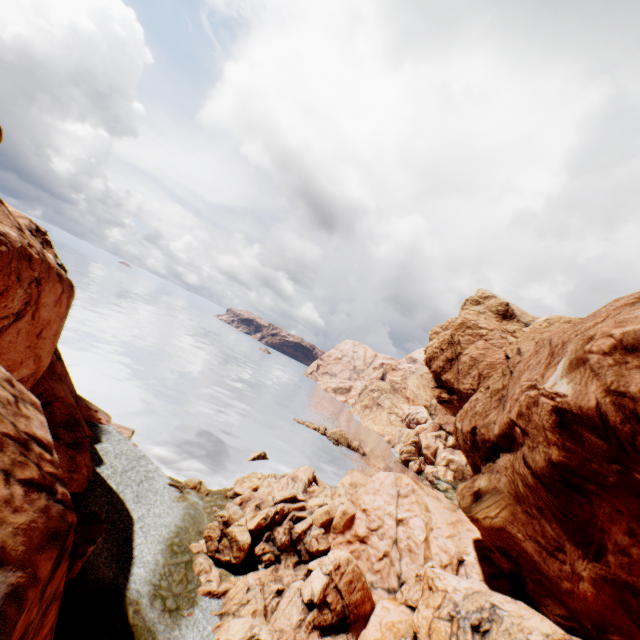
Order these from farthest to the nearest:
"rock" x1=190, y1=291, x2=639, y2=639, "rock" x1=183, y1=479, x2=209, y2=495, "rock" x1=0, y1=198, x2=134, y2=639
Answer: "rock" x1=183, y1=479, x2=209, y2=495
"rock" x1=190, y1=291, x2=639, y2=639
"rock" x1=0, y1=198, x2=134, y2=639

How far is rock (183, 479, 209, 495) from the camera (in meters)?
29.47

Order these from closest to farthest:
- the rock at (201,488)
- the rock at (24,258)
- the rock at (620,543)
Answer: the rock at (24,258) < the rock at (620,543) < the rock at (201,488)

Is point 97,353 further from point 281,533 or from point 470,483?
point 470,483

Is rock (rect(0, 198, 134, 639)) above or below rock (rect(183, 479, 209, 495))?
above

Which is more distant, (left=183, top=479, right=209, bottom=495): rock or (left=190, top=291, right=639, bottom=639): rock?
(left=183, top=479, right=209, bottom=495): rock

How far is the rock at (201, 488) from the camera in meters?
29.5 m
